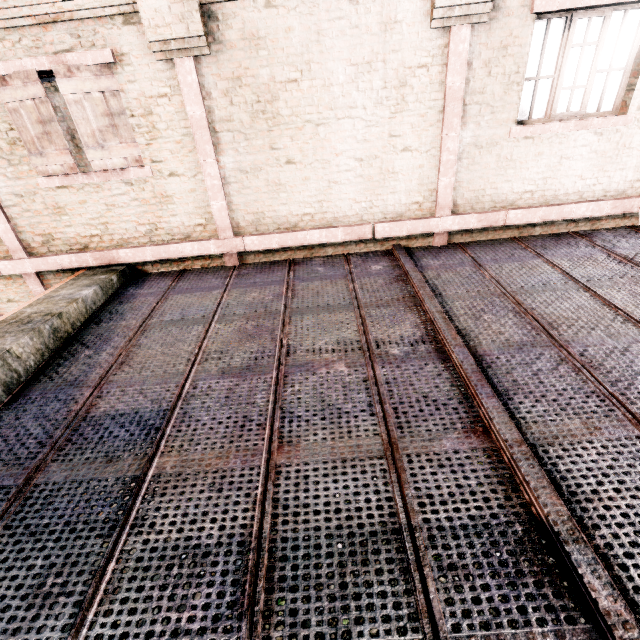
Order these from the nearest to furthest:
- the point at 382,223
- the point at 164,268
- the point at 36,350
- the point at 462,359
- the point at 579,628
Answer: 1. the point at 579,628
2. the point at 462,359
3. the point at 36,350
4. the point at 382,223
5. the point at 164,268
